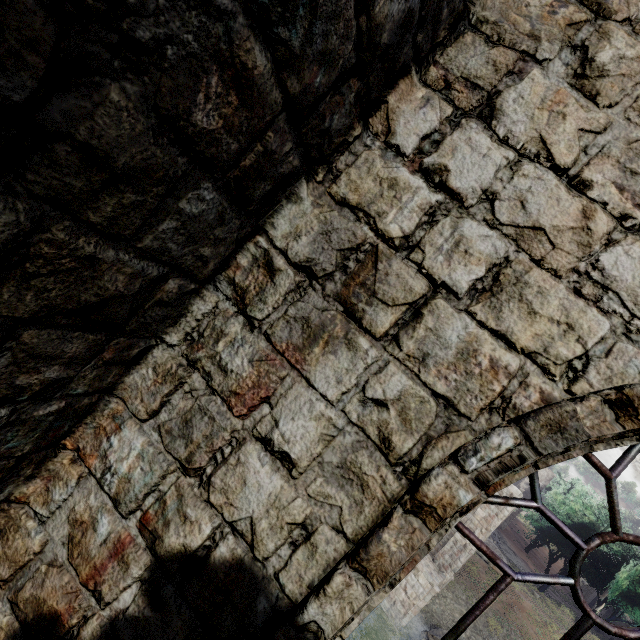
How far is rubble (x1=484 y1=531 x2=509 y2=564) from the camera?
32.1m

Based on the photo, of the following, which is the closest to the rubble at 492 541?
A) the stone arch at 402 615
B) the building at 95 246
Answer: the building at 95 246

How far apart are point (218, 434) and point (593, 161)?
2.4 meters

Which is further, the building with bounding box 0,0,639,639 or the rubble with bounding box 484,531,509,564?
the rubble with bounding box 484,531,509,564

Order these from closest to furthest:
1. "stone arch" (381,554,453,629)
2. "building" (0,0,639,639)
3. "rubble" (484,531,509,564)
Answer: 1. "building" (0,0,639,639)
2. "stone arch" (381,554,453,629)
3. "rubble" (484,531,509,564)

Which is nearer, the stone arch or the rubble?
the stone arch

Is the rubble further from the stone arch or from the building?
the stone arch

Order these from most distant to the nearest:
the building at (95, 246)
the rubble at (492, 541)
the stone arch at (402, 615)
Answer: the rubble at (492, 541) < the stone arch at (402, 615) < the building at (95, 246)
